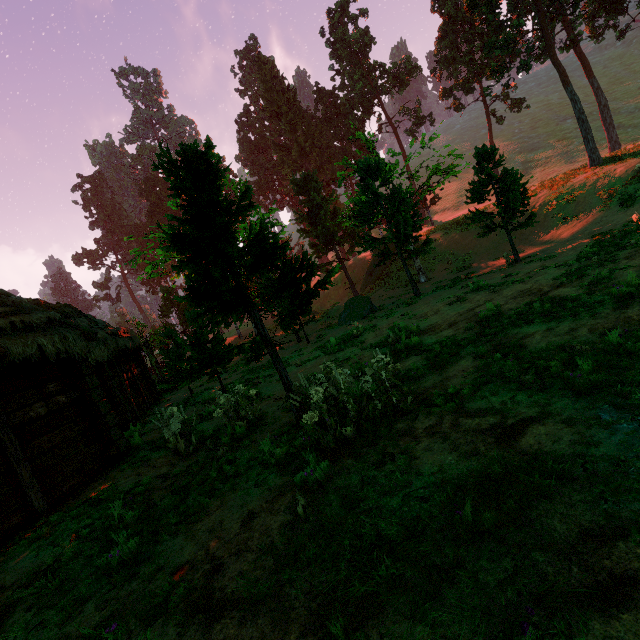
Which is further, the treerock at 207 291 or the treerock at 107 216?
the treerock at 107 216

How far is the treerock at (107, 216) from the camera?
57.78m

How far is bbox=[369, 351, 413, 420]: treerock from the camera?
5.0 meters

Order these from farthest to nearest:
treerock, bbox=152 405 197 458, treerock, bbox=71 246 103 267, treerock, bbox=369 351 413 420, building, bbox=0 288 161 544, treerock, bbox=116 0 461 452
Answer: treerock, bbox=71 246 103 267
treerock, bbox=152 405 197 458
building, bbox=0 288 161 544
treerock, bbox=116 0 461 452
treerock, bbox=369 351 413 420

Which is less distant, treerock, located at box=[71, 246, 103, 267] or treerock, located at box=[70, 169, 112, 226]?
treerock, located at box=[71, 246, 103, 267]

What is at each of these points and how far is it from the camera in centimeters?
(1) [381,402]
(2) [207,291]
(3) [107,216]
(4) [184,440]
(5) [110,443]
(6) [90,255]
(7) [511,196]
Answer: (1) treerock, 540cm
(2) treerock, 507cm
(3) treerock, 5659cm
(4) treerock, 783cm
(5) building, 827cm
(6) treerock, 5822cm
(7) treerock, 1510cm
